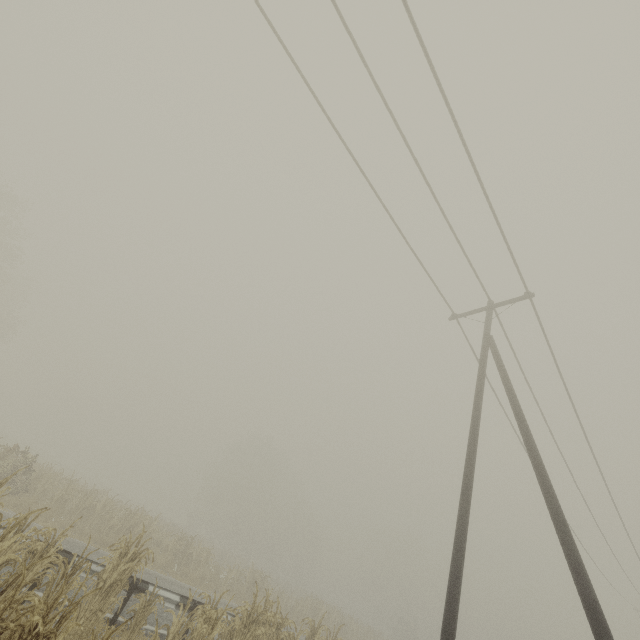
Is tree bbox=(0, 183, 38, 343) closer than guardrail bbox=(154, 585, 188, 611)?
No

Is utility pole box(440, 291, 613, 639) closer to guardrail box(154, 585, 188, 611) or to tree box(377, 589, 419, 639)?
guardrail box(154, 585, 188, 611)

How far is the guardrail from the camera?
8.36m

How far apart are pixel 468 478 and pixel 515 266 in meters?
6.3

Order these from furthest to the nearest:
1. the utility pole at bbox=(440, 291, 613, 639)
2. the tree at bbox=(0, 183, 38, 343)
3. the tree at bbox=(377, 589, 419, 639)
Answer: the tree at bbox=(377, 589, 419, 639) → the tree at bbox=(0, 183, 38, 343) → the utility pole at bbox=(440, 291, 613, 639)

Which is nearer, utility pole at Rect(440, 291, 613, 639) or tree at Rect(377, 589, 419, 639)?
utility pole at Rect(440, 291, 613, 639)

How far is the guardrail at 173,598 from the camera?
8.4m

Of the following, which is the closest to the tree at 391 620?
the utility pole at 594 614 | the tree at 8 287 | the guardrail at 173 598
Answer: the guardrail at 173 598
